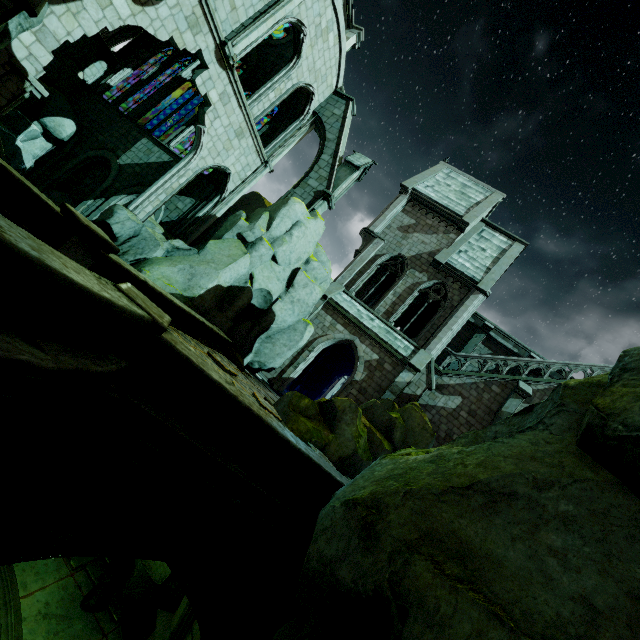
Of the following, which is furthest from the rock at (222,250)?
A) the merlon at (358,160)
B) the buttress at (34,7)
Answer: the buttress at (34,7)

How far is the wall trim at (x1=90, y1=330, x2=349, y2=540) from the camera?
4.8 meters

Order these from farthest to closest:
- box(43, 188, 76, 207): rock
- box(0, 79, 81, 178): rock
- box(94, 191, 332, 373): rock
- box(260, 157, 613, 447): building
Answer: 1. box(43, 188, 76, 207): rock
2. box(0, 79, 81, 178): rock
3. box(260, 157, 613, 447): building
4. box(94, 191, 332, 373): rock

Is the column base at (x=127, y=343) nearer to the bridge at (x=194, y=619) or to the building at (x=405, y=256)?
the bridge at (x=194, y=619)

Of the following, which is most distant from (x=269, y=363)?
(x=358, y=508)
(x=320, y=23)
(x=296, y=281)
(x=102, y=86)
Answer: (x=102, y=86)

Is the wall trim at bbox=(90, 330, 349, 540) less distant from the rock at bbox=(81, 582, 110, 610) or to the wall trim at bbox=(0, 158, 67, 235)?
the rock at bbox=(81, 582, 110, 610)

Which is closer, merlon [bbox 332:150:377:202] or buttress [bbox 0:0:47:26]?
buttress [bbox 0:0:47:26]

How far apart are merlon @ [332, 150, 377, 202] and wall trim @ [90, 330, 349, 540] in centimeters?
1382cm
